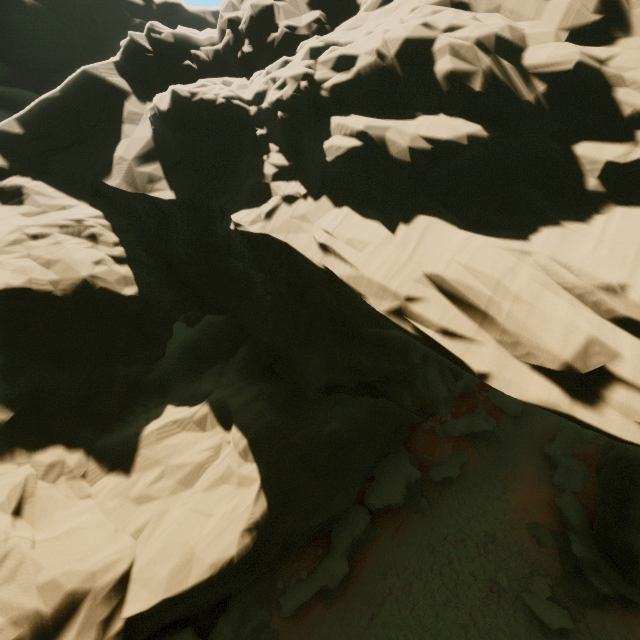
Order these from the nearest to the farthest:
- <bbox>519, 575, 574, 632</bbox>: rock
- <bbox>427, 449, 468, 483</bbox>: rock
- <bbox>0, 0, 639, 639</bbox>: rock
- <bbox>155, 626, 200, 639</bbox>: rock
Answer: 1. <bbox>0, 0, 639, 639</bbox>: rock
2. <bbox>155, 626, 200, 639</bbox>: rock
3. <bbox>519, 575, 574, 632</bbox>: rock
4. <bbox>427, 449, 468, 483</bbox>: rock

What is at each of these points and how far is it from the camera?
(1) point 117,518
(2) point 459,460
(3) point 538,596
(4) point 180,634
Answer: (1) rock, 11.02m
(2) rock, 21.19m
(3) rock, 14.60m
(4) rock, 10.89m

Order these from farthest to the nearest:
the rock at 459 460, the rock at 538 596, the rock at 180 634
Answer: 1. the rock at 459 460
2. the rock at 538 596
3. the rock at 180 634

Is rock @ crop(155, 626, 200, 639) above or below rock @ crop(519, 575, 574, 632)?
above

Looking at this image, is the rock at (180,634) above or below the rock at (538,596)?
above

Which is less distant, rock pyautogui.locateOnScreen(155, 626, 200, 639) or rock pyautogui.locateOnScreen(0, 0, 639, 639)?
rock pyautogui.locateOnScreen(0, 0, 639, 639)

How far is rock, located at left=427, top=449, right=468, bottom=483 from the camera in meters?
19.9
